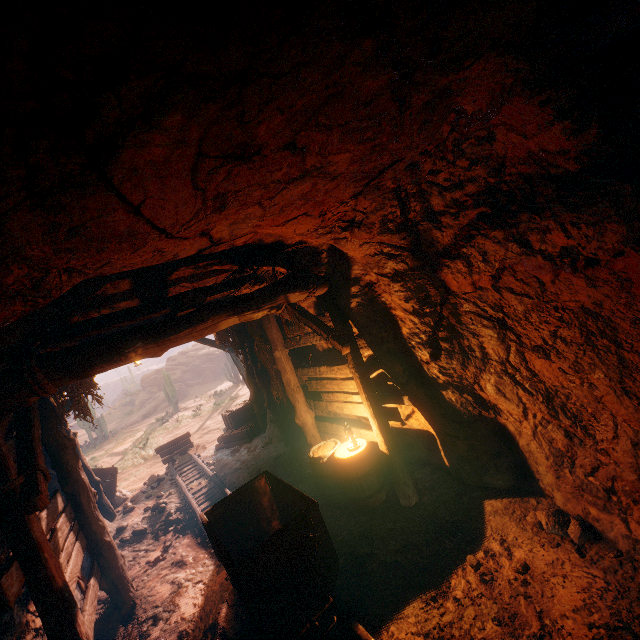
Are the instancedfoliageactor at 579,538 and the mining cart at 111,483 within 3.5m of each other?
no

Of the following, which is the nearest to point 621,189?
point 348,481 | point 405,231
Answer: point 405,231

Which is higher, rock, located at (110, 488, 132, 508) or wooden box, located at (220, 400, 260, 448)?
wooden box, located at (220, 400, 260, 448)

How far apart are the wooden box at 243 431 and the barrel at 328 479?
4.8m

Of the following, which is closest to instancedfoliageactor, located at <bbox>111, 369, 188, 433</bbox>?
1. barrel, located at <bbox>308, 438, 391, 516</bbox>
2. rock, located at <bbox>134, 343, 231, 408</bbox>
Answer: rock, located at <bbox>134, 343, 231, 408</bbox>

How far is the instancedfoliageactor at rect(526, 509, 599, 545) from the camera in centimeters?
354cm

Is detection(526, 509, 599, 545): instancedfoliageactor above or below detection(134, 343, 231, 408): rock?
below

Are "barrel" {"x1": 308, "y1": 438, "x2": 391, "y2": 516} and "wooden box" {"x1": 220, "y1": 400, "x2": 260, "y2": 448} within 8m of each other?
yes
